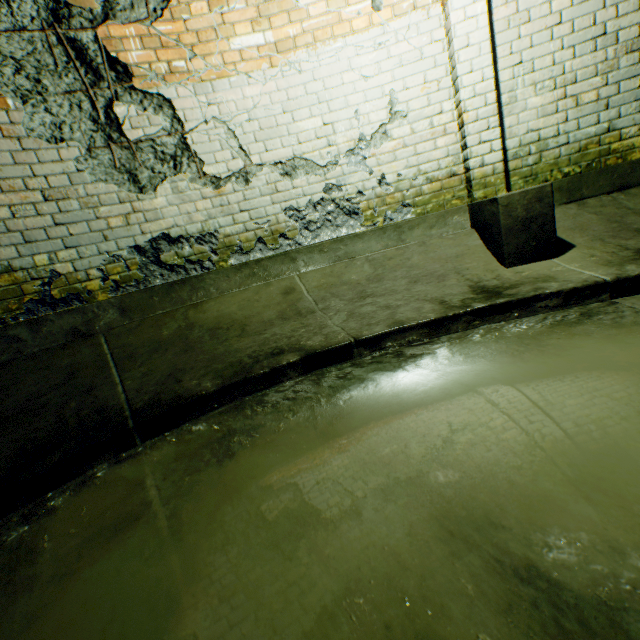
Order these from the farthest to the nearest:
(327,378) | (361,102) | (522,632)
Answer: (361,102) < (327,378) < (522,632)

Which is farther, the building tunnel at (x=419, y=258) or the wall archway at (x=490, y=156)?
the wall archway at (x=490, y=156)

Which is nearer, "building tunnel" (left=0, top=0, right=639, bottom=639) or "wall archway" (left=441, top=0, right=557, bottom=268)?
"building tunnel" (left=0, top=0, right=639, bottom=639)
